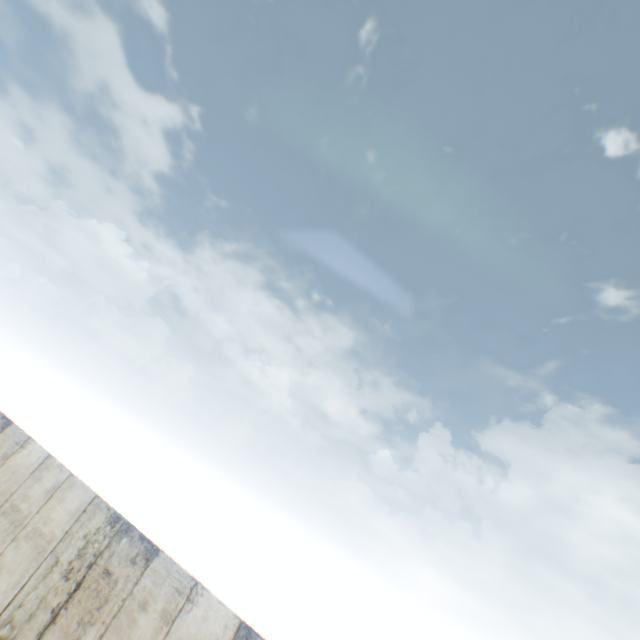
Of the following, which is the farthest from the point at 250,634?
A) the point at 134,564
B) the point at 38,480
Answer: the point at 38,480
